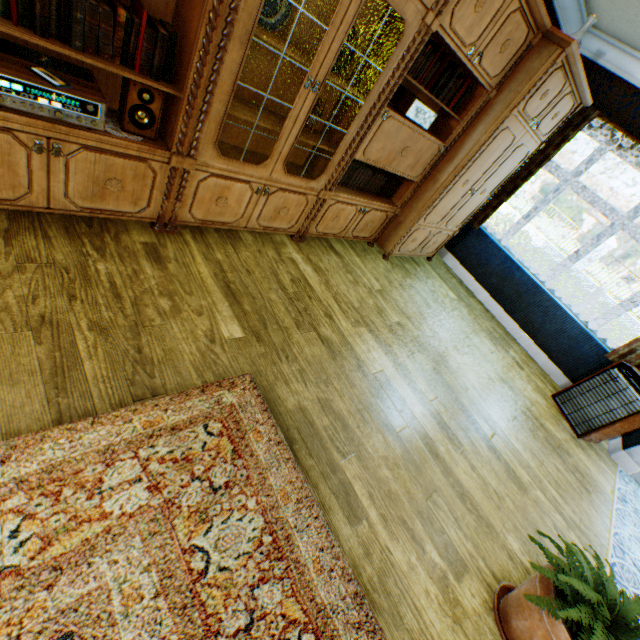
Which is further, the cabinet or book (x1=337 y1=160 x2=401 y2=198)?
book (x1=337 y1=160 x2=401 y2=198)

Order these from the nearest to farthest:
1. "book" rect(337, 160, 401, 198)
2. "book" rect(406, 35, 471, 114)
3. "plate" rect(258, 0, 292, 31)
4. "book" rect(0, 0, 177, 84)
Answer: "book" rect(0, 0, 177, 84), "plate" rect(258, 0, 292, 31), "book" rect(406, 35, 471, 114), "book" rect(337, 160, 401, 198)

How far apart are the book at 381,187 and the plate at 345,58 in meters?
0.8 m

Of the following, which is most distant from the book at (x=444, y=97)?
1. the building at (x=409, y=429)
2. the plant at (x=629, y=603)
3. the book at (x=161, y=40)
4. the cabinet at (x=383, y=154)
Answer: the plant at (x=629, y=603)

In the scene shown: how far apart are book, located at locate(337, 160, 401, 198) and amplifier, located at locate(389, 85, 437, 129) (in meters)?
0.63

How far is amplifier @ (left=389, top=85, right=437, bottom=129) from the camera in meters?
2.8

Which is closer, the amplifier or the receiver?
the receiver

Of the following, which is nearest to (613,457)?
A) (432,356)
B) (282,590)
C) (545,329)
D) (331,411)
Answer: (545,329)
